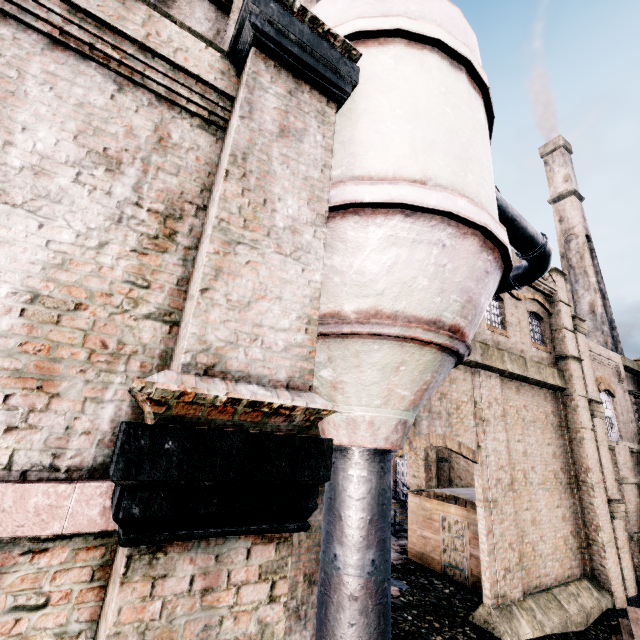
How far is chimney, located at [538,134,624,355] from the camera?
32.6 meters

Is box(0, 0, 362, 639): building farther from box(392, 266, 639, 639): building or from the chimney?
box(392, 266, 639, 639): building

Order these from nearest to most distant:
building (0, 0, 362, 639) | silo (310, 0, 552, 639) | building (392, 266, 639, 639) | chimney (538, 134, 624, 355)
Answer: Answer:
1. building (0, 0, 362, 639)
2. silo (310, 0, 552, 639)
3. building (392, 266, 639, 639)
4. chimney (538, 134, 624, 355)

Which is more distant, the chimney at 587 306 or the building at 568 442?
the chimney at 587 306

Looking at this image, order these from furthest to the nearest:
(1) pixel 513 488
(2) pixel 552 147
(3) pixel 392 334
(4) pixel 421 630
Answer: (2) pixel 552 147
(1) pixel 513 488
(4) pixel 421 630
(3) pixel 392 334

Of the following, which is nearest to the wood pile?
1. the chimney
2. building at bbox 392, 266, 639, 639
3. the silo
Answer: the silo

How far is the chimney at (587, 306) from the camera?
32.6m

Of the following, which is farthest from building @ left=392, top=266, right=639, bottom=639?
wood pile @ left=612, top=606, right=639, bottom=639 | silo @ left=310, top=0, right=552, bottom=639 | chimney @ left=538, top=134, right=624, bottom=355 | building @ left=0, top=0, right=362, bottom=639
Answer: wood pile @ left=612, top=606, right=639, bottom=639
